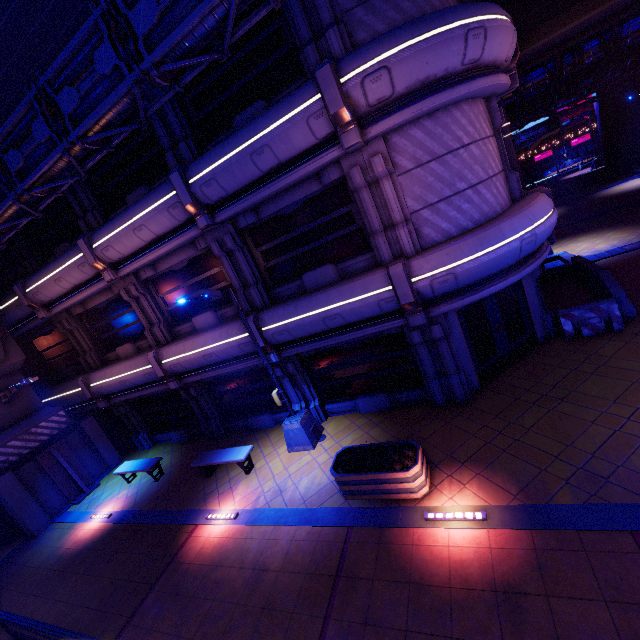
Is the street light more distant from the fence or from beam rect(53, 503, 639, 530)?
the fence

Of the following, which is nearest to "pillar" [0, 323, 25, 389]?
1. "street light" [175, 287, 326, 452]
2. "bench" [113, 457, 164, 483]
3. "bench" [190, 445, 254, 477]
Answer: "bench" [113, 457, 164, 483]

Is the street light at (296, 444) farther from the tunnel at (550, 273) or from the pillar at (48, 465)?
the tunnel at (550, 273)

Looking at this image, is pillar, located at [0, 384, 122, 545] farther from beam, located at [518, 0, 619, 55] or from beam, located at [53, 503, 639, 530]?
beam, located at [518, 0, 619, 55]

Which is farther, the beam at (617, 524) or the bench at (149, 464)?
the bench at (149, 464)

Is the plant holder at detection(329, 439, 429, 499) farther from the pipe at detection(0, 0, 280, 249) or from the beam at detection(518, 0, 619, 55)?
the beam at detection(518, 0, 619, 55)

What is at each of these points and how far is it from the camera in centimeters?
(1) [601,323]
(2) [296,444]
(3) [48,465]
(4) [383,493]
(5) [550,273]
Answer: (1) fence, 980cm
(2) street light, 1068cm
(3) pillar, 1359cm
(4) plant holder, 745cm
(5) tunnel, 1484cm

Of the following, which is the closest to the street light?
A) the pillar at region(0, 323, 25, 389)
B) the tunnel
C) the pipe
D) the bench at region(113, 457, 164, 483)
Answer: the pipe
